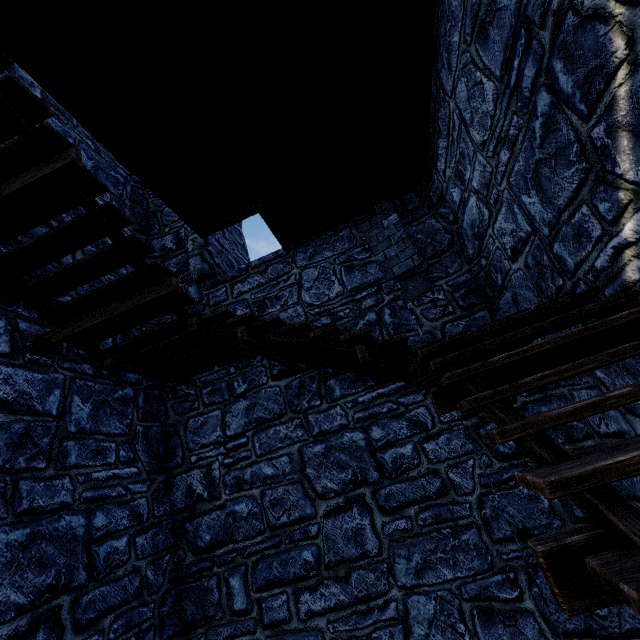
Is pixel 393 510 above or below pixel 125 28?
below
